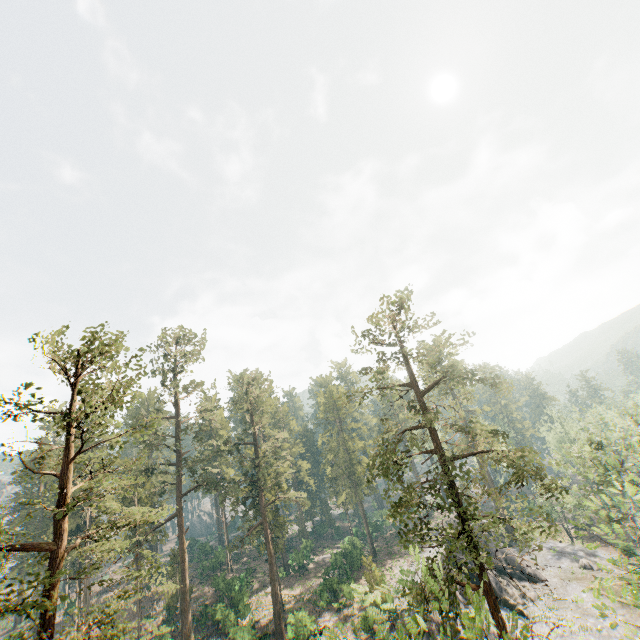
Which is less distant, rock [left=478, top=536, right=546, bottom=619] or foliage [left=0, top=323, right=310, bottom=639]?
foliage [left=0, top=323, right=310, bottom=639]

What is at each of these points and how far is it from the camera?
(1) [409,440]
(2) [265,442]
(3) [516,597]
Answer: (1) foliage, 23.4 meters
(2) foliage, 47.0 meters
(3) rock, 34.7 meters

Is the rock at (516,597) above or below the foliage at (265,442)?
below

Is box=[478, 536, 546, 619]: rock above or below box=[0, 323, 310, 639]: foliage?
below

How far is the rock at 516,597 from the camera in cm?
3406

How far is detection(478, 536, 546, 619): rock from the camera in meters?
34.1
